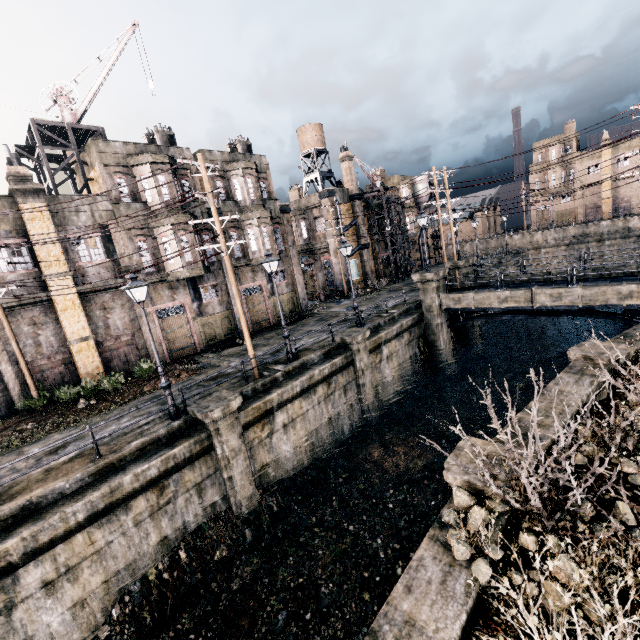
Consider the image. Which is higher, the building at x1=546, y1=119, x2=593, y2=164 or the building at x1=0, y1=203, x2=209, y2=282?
the building at x1=546, y1=119, x2=593, y2=164

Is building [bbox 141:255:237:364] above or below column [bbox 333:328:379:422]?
above

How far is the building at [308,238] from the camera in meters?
37.8

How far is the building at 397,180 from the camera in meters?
46.7

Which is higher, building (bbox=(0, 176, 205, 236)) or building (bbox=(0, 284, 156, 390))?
building (bbox=(0, 176, 205, 236))

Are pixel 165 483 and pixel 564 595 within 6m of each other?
no

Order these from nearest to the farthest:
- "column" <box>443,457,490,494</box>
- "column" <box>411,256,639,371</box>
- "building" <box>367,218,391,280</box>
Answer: "column" <box>443,457,490,494</box>, "column" <box>411,256,639,371</box>, "building" <box>367,218,391,280</box>

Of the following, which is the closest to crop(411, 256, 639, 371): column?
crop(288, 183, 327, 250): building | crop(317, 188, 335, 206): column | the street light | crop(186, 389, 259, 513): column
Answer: crop(317, 188, 335, 206): column
